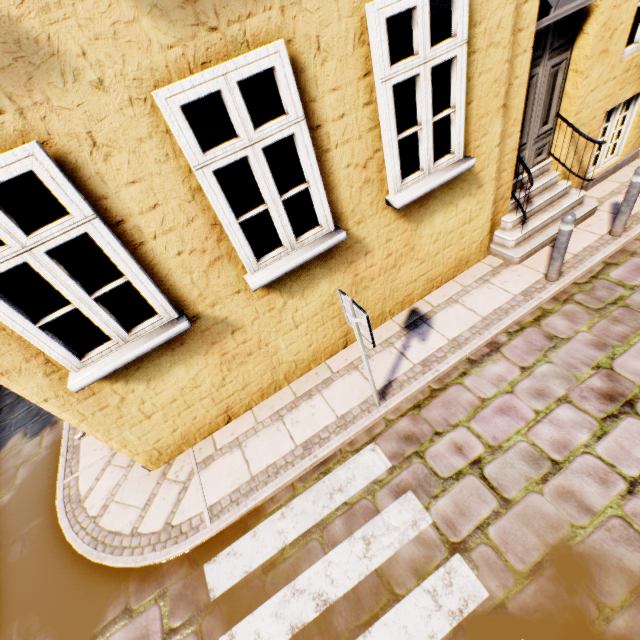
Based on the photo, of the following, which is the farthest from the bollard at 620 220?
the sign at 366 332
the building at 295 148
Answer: the sign at 366 332

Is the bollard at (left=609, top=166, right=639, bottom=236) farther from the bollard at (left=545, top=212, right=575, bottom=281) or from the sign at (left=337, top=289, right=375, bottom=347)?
the sign at (left=337, top=289, right=375, bottom=347)

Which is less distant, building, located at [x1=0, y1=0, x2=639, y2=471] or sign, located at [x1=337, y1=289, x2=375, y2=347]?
building, located at [x1=0, y1=0, x2=639, y2=471]

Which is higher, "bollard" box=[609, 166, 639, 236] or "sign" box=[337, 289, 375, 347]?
"sign" box=[337, 289, 375, 347]

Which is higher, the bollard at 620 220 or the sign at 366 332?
the sign at 366 332

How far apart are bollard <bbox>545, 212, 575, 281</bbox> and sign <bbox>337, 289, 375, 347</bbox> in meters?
3.3

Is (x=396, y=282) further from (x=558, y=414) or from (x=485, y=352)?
(x=558, y=414)

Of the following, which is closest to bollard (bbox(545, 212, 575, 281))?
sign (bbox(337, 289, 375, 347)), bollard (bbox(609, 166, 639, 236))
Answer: bollard (bbox(609, 166, 639, 236))
